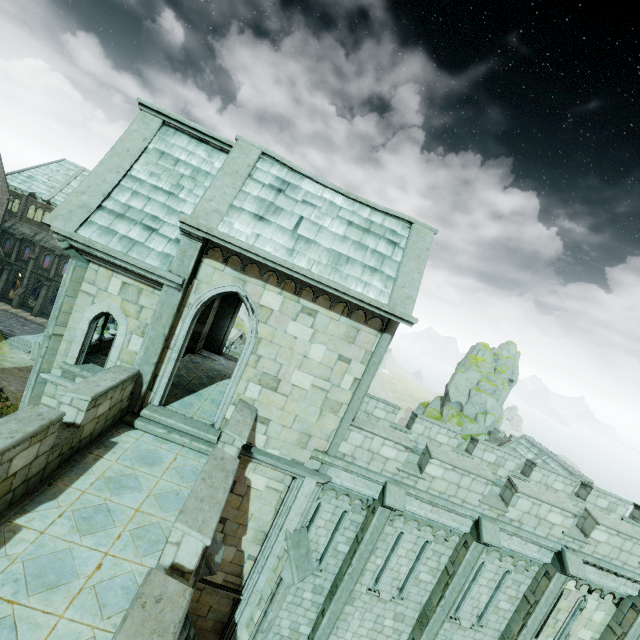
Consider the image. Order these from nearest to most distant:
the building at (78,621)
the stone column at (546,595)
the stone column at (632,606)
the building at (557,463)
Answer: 1. the building at (78,621)
2. the stone column at (546,595)
3. the stone column at (632,606)
4. the building at (557,463)

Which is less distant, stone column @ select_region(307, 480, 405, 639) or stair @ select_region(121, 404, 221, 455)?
stair @ select_region(121, 404, 221, 455)

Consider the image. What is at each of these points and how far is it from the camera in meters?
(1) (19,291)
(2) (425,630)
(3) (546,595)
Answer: (1) stone column, 41.5 m
(2) stone column, 10.8 m
(3) stone column, 10.8 m

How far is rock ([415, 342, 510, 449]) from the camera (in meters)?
46.66

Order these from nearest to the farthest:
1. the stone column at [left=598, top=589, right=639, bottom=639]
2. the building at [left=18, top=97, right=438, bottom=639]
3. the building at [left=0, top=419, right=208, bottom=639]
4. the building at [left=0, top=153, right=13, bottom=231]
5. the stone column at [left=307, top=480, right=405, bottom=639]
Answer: the building at [left=0, top=419, right=208, bottom=639] → the building at [left=18, top=97, right=438, bottom=639] → the stone column at [left=307, top=480, right=405, bottom=639] → the stone column at [left=598, top=589, right=639, bottom=639] → the building at [left=0, top=153, right=13, bottom=231]

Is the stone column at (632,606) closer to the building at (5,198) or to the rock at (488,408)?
the building at (5,198)

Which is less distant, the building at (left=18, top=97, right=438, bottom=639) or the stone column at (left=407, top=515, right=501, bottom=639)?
the building at (left=18, top=97, right=438, bottom=639)

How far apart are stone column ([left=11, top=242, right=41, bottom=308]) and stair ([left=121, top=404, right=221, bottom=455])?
45.6 meters
